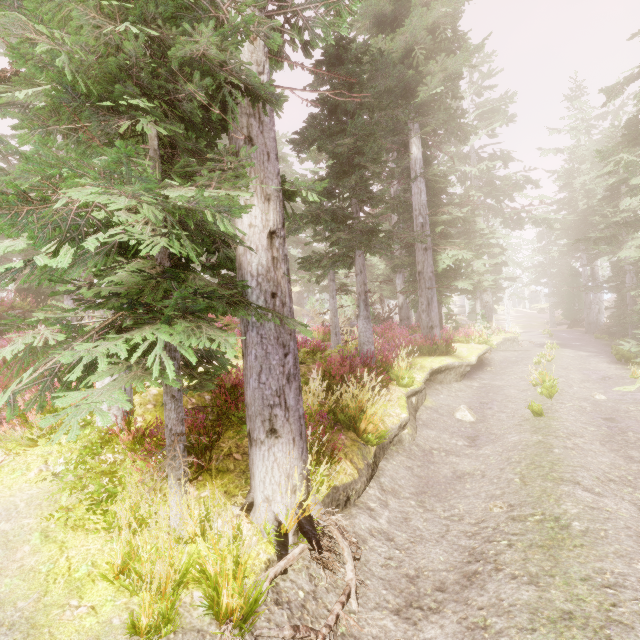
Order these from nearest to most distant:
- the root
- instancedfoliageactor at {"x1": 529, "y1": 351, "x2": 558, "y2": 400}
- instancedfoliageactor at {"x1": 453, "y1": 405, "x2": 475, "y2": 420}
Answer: the root < instancedfoliageactor at {"x1": 453, "y1": 405, "x2": 475, "y2": 420} < instancedfoliageactor at {"x1": 529, "y1": 351, "x2": 558, "y2": 400}

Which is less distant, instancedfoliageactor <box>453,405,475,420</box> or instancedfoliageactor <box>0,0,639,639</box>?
instancedfoliageactor <box>0,0,639,639</box>

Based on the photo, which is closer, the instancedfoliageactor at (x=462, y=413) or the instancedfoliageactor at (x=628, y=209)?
the instancedfoliageactor at (x=628, y=209)

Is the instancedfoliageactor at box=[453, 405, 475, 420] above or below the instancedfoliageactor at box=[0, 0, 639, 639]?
below

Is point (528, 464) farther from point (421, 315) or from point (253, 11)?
point (421, 315)

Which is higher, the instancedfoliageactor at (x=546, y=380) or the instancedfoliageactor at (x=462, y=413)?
the instancedfoliageactor at (x=546, y=380)

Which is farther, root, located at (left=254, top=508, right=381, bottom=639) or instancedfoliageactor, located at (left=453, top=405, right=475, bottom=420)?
instancedfoliageactor, located at (left=453, top=405, right=475, bottom=420)
